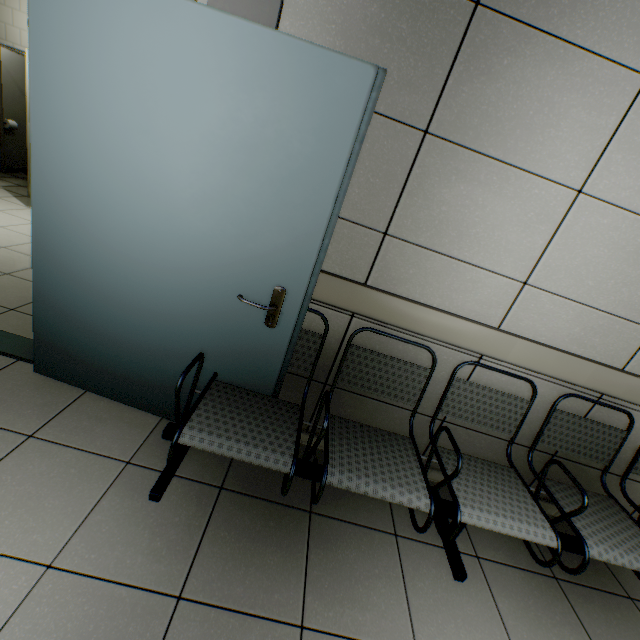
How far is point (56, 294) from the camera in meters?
1.8
